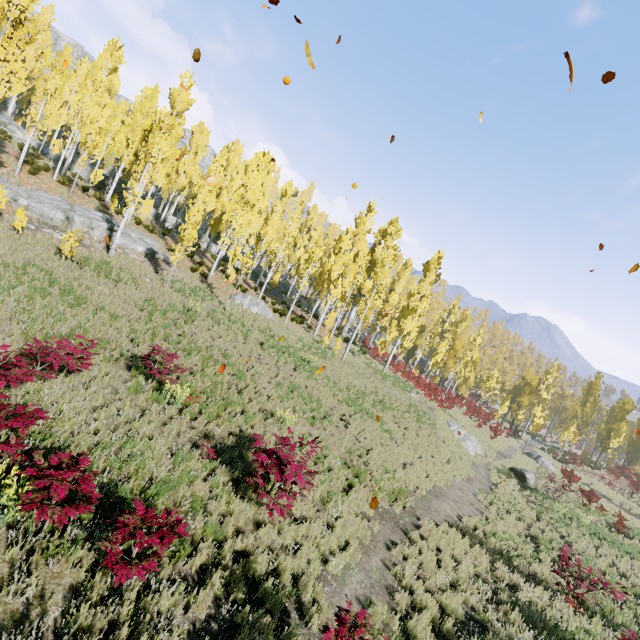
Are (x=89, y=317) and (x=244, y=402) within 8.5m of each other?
yes

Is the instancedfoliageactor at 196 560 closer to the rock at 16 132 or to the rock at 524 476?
the rock at 16 132

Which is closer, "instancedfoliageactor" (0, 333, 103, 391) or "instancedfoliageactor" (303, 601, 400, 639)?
"instancedfoliageactor" (303, 601, 400, 639)

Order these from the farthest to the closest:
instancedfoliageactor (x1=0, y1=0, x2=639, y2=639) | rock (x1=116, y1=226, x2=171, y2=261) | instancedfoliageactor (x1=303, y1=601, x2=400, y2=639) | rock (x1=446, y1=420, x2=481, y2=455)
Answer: rock (x1=446, y1=420, x2=481, y2=455) < rock (x1=116, y1=226, x2=171, y2=261) < instancedfoliageactor (x1=0, y1=0, x2=639, y2=639) < instancedfoliageactor (x1=303, y1=601, x2=400, y2=639)

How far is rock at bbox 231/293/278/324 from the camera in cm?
2194

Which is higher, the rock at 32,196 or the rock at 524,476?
the rock at 32,196

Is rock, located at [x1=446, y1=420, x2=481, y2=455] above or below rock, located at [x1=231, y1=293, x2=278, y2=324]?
below

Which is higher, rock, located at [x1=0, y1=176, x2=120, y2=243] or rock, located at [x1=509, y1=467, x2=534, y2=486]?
rock, located at [x1=0, y1=176, x2=120, y2=243]
